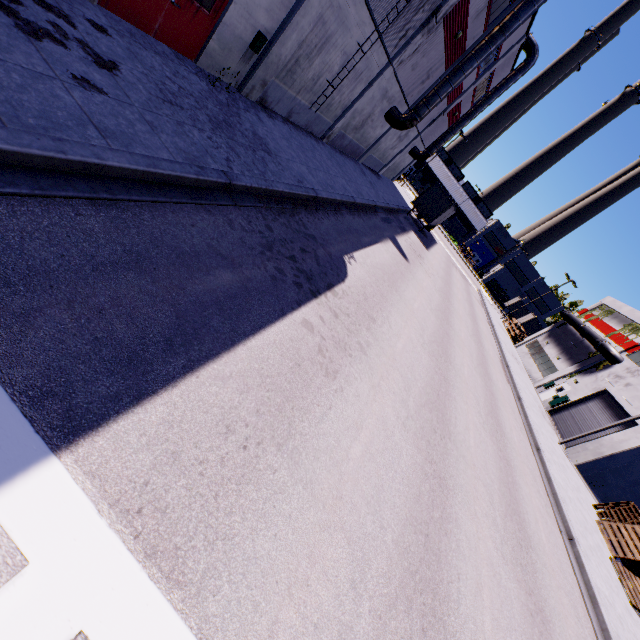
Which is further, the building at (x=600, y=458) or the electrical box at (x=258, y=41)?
the building at (x=600, y=458)

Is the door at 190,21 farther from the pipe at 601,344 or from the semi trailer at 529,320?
the pipe at 601,344

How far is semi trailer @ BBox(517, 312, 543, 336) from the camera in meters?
50.3 m

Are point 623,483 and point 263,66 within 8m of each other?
no

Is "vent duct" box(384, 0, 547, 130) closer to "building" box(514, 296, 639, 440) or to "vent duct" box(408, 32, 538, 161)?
"building" box(514, 296, 639, 440)

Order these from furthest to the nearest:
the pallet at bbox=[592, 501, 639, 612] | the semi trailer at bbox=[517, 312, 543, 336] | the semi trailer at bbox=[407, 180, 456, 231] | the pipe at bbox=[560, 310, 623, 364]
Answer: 1. the semi trailer at bbox=[517, 312, 543, 336]
2. the semi trailer at bbox=[407, 180, 456, 231]
3. the pipe at bbox=[560, 310, 623, 364]
4. the pallet at bbox=[592, 501, 639, 612]

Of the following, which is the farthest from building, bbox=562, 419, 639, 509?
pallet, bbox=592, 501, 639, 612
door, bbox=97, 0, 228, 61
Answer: pallet, bbox=592, 501, 639, 612

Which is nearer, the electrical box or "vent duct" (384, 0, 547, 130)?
the electrical box
